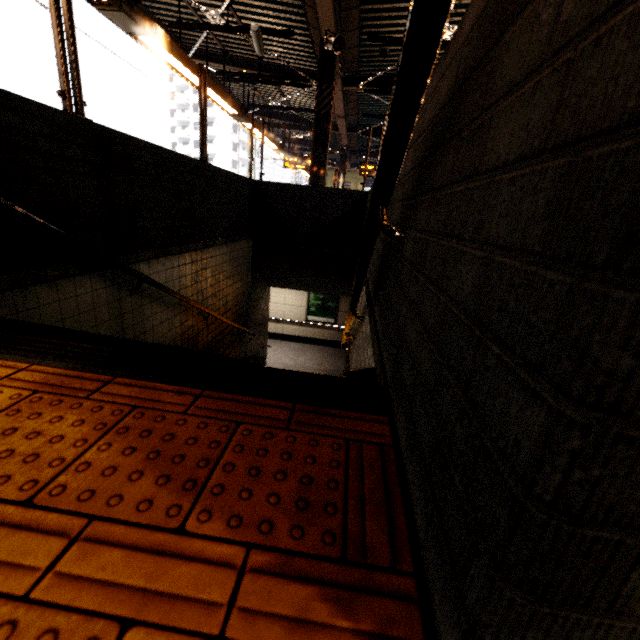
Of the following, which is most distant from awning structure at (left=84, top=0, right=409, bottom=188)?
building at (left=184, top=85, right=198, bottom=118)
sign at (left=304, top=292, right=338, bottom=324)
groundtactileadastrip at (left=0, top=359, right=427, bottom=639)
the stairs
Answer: building at (left=184, top=85, right=198, bottom=118)

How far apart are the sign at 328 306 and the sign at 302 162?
4.63m

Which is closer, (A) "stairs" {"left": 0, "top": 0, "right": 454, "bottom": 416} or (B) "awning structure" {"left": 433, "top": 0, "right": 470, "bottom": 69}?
(A) "stairs" {"left": 0, "top": 0, "right": 454, "bottom": 416}

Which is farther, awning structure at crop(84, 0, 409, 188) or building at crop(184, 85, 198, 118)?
building at crop(184, 85, 198, 118)

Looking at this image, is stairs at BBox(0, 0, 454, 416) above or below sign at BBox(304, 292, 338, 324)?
above

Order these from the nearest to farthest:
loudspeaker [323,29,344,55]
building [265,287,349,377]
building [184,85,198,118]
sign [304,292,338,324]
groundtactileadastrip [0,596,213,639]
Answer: groundtactileadastrip [0,596,213,639]
loudspeaker [323,29,344,55]
building [265,287,349,377]
sign [304,292,338,324]
building [184,85,198,118]

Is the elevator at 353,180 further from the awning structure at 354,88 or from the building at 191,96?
the building at 191,96

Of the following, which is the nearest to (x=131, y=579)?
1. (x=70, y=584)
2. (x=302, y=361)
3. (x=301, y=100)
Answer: (x=70, y=584)
